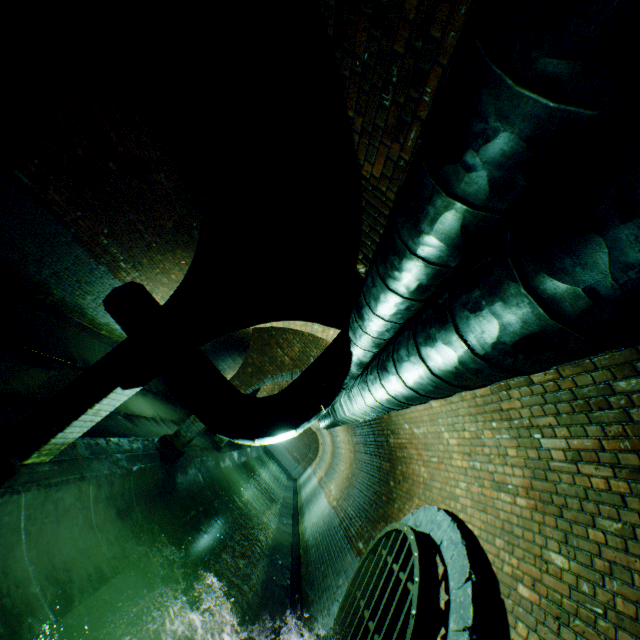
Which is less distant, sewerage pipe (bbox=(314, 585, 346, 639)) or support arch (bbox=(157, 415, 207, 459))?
sewerage pipe (bbox=(314, 585, 346, 639))

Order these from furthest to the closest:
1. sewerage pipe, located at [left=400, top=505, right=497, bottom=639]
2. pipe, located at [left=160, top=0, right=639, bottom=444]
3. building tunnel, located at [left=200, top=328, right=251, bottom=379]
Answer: building tunnel, located at [left=200, top=328, right=251, bottom=379] → sewerage pipe, located at [left=400, top=505, right=497, bottom=639] → pipe, located at [left=160, top=0, right=639, bottom=444]

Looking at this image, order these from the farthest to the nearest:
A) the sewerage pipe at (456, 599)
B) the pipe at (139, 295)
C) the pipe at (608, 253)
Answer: the pipe at (139, 295) < the sewerage pipe at (456, 599) < the pipe at (608, 253)

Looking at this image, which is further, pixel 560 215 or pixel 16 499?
pixel 16 499

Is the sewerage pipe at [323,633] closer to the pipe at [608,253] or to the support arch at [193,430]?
the pipe at [608,253]

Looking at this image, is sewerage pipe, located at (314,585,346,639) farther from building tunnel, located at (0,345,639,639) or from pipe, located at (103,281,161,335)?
pipe, located at (103,281,161,335)

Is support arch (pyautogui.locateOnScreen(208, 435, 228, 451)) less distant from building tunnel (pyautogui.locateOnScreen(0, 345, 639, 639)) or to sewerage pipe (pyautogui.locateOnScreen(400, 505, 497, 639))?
A: building tunnel (pyautogui.locateOnScreen(0, 345, 639, 639))

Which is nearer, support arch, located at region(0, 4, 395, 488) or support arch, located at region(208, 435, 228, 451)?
support arch, located at region(0, 4, 395, 488)
